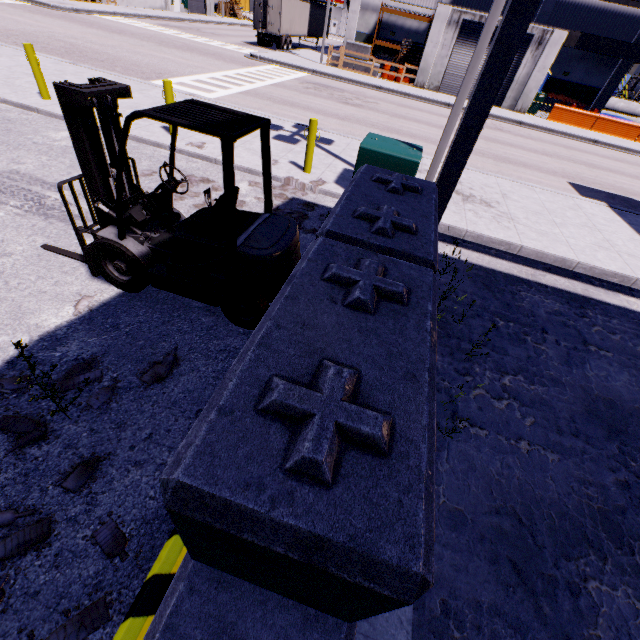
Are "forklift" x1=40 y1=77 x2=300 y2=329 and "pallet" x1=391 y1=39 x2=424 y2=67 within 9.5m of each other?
no

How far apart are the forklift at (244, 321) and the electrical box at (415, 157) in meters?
3.8 m

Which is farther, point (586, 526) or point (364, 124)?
point (364, 124)

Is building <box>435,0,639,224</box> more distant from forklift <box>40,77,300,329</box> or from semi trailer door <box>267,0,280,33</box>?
semi trailer door <box>267,0,280,33</box>

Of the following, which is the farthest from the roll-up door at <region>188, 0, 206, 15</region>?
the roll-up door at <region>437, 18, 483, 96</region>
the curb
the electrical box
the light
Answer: the curb

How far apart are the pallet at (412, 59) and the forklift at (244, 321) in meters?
30.7

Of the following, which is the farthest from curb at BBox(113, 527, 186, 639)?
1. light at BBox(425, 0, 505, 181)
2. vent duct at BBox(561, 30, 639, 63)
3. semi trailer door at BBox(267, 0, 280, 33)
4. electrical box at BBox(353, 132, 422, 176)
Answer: vent duct at BBox(561, 30, 639, 63)

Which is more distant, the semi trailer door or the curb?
the semi trailer door
